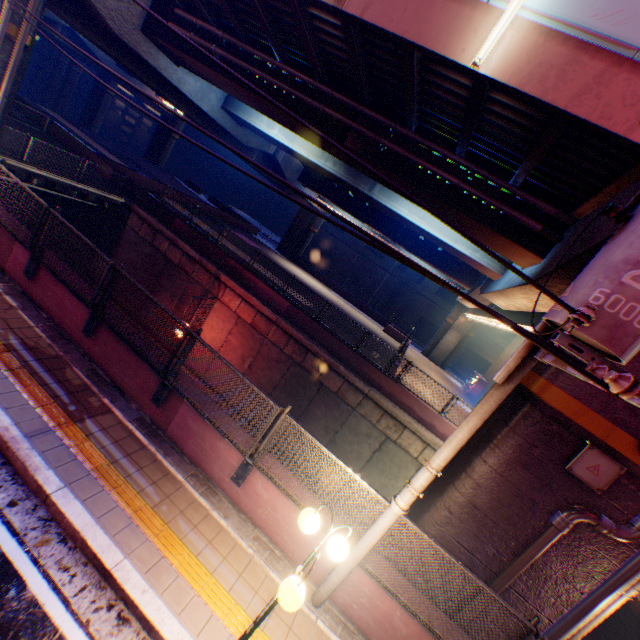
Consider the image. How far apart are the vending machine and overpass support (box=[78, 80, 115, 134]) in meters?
64.5

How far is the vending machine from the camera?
29.6 meters

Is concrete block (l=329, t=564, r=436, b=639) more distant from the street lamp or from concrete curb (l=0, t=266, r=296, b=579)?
the street lamp

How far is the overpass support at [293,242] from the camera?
39.2 meters

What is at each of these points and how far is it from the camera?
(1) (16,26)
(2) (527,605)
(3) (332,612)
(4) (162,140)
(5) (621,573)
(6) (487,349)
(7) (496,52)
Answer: (1) overpass support, 10.9m
(2) overpass support, 5.9m
(3) concrete curb, 5.3m
(4) overpass support, 45.9m
(5) pipe, 5.1m
(6) building, 44.1m
(7) overpass support, 6.3m

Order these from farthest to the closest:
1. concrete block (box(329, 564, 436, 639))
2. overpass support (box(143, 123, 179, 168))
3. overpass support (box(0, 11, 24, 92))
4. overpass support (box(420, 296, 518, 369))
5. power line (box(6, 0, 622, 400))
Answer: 1. overpass support (box(143, 123, 179, 168))
2. overpass support (box(420, 296, 518, 369))
3. overpass support (box(0, 11, 24, 92))
4. concrete block (box(329, 564, 436, 639))
5. power line (box(6, 0, 622, 400))

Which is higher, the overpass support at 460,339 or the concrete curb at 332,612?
the overpass support at 460,339

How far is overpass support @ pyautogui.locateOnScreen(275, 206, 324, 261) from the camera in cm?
3922
